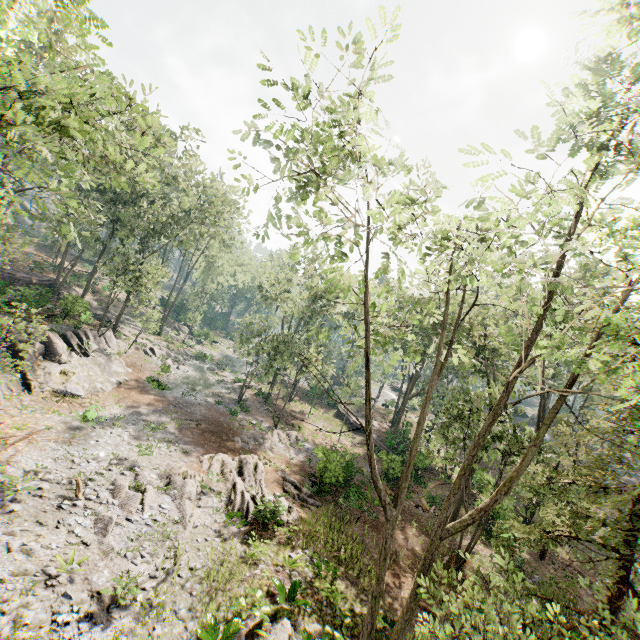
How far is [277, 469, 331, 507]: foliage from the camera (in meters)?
19.22

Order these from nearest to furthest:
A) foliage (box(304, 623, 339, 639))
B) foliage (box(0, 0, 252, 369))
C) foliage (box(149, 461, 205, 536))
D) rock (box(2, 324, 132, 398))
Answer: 1. foliage (box(0, 0, 252, 369))
2. foliage (box(304, 623, 339, 639))
3. foliage (box(149, 461, 205, 536))
4. rock (box(2, 324, 132, 398))

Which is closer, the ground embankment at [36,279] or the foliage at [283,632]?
the foliage at [283,632]

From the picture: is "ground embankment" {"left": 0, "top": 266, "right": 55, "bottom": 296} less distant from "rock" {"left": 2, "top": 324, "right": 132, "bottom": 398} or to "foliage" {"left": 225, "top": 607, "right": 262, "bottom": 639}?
"foliage" {"left": 225, "top": 607, "right": 262, "bottom": 639}

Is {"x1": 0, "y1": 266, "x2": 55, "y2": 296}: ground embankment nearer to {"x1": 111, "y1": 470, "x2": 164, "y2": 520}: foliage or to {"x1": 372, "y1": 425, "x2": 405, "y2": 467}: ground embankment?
{"x1": 111, "y1": 470, "x2": 164, "y2": 520}: foliage

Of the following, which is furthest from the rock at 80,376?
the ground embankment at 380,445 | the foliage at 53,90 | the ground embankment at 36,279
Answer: the ground embankment at 380,445

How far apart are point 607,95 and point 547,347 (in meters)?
4.34

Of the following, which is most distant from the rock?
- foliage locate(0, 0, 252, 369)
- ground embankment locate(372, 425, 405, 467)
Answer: ground embankment locate(372, 425, 405, 467)
